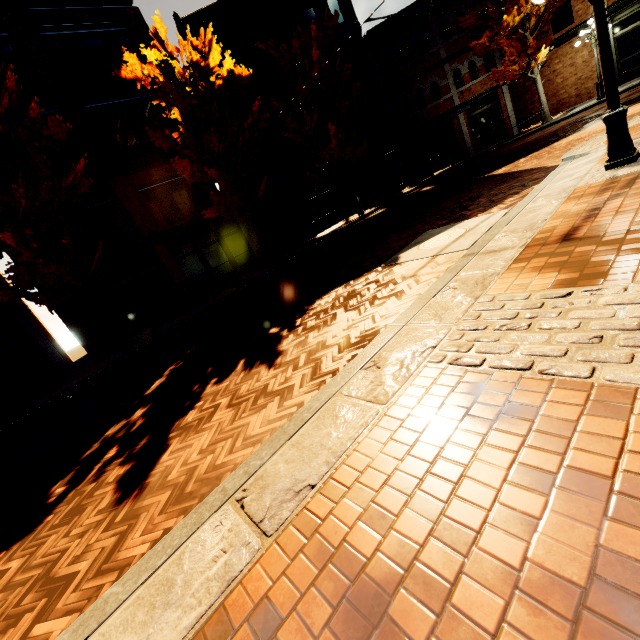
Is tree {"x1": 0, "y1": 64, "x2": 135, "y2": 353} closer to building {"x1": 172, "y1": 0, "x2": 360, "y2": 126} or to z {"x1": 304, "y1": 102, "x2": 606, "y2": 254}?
building {"x1": 172, "y1": 0, "x2": 360, "y2": 126}

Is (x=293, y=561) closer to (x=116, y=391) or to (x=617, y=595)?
(x=617, y=595)

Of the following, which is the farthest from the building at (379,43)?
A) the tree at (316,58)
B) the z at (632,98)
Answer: the z at (632,98)

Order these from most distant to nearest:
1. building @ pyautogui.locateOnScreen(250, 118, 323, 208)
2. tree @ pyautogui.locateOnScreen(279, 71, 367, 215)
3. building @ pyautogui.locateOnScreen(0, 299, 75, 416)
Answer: building @ pyautogui.locateOnScreen(250, 118, 323, 208), tree @ pyautogui.locateOnScreen(279, 71, 367, 215), building @ pyautogui.locateOnScreen(0, 299, 75, 416)

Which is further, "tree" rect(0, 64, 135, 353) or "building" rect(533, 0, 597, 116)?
"building" rect(533, 0, 597, 116)

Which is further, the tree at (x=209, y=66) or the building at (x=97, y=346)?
the building at (x=97, y=346)

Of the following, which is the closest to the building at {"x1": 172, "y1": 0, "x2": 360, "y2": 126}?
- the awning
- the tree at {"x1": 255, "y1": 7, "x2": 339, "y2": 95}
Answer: the awning

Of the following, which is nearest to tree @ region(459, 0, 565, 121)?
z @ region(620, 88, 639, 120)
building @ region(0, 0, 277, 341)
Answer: building @ region(0, 0, 277, 341)
